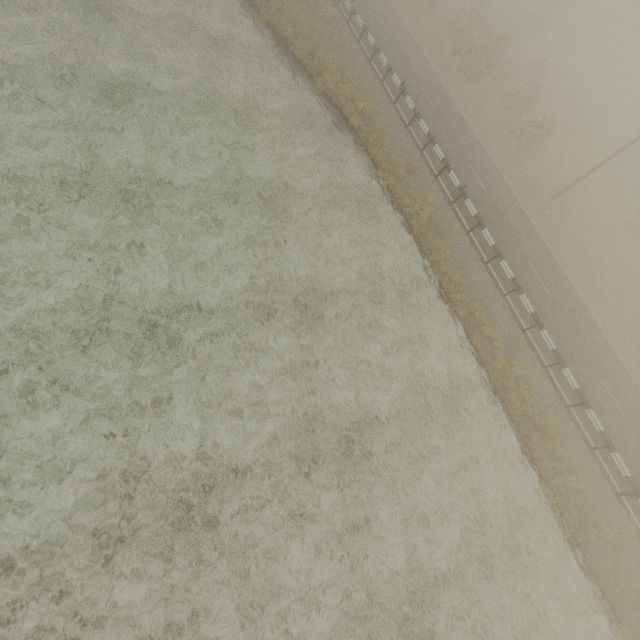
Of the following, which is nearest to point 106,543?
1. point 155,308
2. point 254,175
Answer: point 155,308
